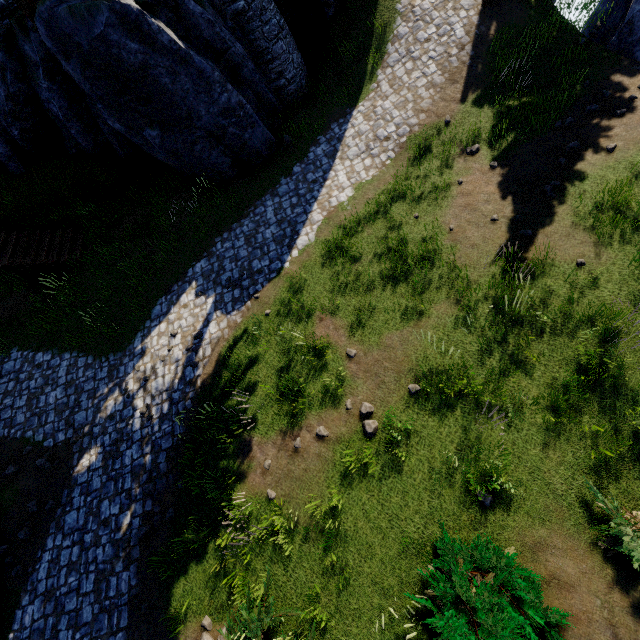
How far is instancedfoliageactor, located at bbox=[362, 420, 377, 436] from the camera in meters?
7.0

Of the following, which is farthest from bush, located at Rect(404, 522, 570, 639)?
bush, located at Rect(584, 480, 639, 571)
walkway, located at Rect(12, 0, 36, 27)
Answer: walkway, located at Rect(12, 0, 36, 27)

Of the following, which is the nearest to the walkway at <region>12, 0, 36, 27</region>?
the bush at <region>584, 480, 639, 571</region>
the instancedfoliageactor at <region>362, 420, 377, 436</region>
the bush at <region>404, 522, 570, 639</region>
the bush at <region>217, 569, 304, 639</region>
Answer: the instancedfoliageactor at <region>362, 420, 377, 436</region>

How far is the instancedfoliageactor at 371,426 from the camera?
7.0 meters

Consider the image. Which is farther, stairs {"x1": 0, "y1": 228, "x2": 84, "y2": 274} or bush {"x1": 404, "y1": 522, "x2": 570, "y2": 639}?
stairs {"x1": 0, "y1": 228, "x2": 84, "y2": 274}

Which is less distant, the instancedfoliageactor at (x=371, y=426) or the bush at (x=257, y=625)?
the bush at (x=257, y=625)

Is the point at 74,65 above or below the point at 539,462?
above

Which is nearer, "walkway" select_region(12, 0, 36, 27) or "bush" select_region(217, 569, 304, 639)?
"bush" select_region(217, 569, 304, 639)
